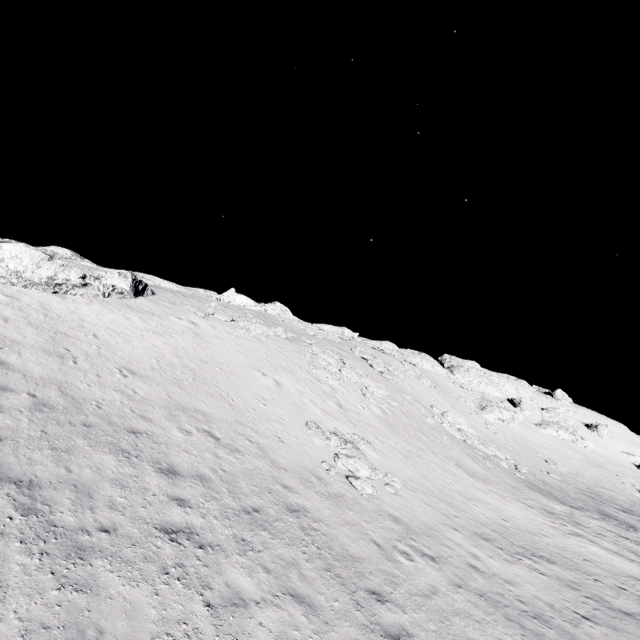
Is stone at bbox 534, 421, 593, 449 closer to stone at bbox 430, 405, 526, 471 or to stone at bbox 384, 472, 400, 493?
stone at bbox 430, 405, 526, 471

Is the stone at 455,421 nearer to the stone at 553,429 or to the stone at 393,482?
the stone at 393,482

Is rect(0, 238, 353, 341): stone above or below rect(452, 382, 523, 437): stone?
below

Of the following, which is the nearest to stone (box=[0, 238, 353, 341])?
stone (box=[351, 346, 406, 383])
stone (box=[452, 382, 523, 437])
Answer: stone (box=[351, 346, 406, 383])

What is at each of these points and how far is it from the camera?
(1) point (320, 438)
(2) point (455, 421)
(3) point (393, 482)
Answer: (1) stone, 16.41m
(2) stone, 33.00m
(3) stone, 15.61m

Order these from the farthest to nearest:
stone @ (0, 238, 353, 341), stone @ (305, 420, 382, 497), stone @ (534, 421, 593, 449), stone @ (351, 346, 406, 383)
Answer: stone @ (534, 421, 593, 449) < stone @ (351, 346, 406, 383) < stone @ (0, 238, 353, 341) < stone @ (305, 420, 382, 497)

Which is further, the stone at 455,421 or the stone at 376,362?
the stone at 376,362

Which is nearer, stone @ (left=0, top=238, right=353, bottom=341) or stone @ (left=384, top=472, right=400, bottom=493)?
stone @ (left=384, top=472, right=400, bottom=493)
